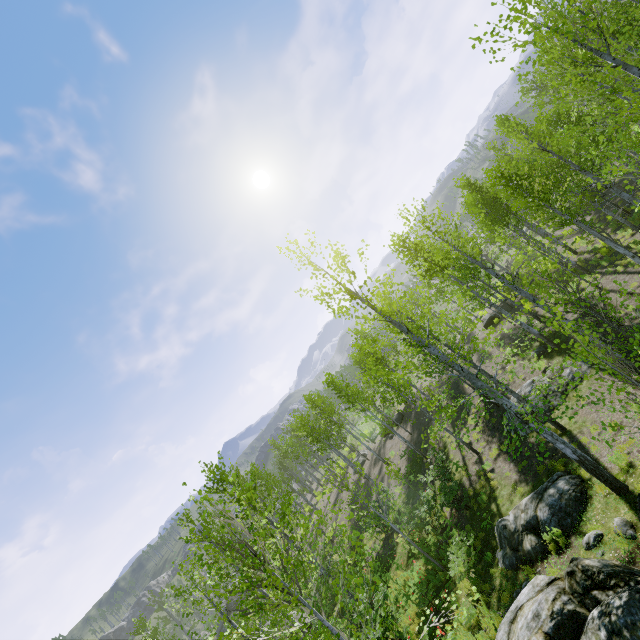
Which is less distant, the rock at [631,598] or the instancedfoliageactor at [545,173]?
the rock at [631,598]

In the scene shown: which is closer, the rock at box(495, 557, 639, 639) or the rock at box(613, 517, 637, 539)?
the rock at box(495, 557, 639, 639)

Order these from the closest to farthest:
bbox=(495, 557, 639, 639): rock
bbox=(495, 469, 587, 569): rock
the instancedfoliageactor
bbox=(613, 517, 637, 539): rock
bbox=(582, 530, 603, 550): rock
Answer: bbox=(495, 557, 639, 639): rock, the instancedfoliageactor, bbox=(613, 517, 637, 539): rock, bbox=(582, 530, 603, 550): rock, bbox=(495, 469, 587, 569): rock

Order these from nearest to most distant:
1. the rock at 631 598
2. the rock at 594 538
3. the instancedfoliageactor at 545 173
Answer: the rock at 631 598 → the instancedfoliageactor at 545 173 → the rock at 594 538

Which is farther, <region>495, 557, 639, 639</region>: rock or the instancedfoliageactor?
the instancedfoliageactor

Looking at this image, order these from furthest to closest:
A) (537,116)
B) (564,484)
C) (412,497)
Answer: (412,497) < (537,116) < (564,484)

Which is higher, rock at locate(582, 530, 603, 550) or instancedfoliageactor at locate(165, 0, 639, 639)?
instancedfoliageactor at locate(165, 0, 639, 639)

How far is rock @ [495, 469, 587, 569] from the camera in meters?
8.8
